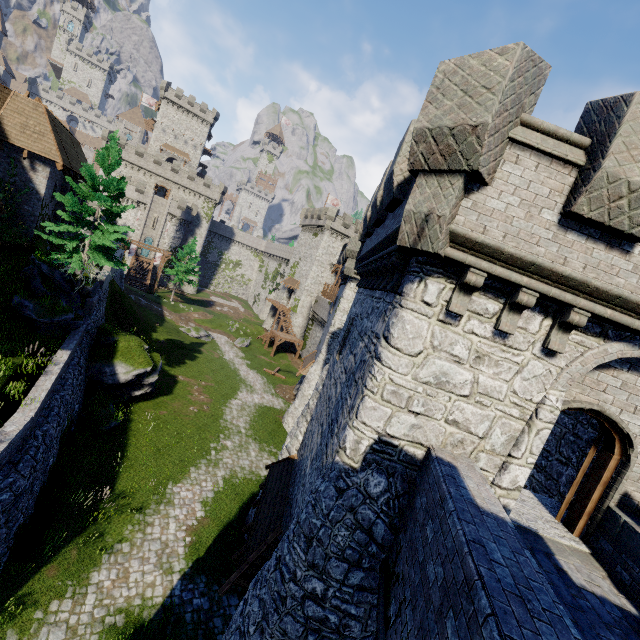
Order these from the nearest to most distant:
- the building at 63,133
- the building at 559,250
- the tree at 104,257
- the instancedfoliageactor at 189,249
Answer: the building at 559,250
the tree at 104,257
the building at 63,133
the instancedfoliageactor at 189,249

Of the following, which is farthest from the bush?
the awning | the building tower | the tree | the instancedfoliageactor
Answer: the building tower

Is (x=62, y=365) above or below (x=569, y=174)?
below

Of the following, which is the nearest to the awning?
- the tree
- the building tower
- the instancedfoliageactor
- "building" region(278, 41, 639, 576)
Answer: "building" region(278, 41, 639, 576)

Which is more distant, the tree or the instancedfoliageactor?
the instancedfoliageactor

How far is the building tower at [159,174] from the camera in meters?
56.5

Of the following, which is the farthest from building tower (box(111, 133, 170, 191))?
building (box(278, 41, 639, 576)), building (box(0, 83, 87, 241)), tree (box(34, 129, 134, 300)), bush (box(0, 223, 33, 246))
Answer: tree (box(34, 129, 134, 300))

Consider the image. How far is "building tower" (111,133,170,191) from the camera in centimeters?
5653cm
